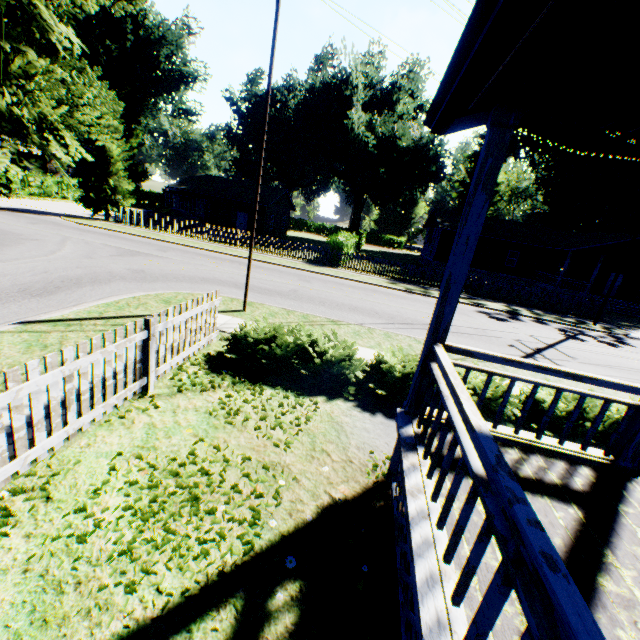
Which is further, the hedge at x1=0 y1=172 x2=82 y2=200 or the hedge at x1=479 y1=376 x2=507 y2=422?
the hedge at x1=0 y1=172 x2=82 y2=200

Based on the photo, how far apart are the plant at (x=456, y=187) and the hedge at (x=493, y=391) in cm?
5880

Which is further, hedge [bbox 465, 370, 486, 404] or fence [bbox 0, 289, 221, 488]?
hedge [bbox 465, 370, 486, 404]

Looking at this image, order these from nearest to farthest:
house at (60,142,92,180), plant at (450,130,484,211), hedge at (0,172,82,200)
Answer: hedge at (0,172,82,200) < house at (60,142,92,180) < plant at (450,130,484,211)

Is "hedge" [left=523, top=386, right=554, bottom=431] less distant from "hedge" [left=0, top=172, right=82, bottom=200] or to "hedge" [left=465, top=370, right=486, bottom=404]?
"hedge" [left=465, top=370, right=486, bottom=404]

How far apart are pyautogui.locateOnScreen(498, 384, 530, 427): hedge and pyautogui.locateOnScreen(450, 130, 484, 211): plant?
58.8m

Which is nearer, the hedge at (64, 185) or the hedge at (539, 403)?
the hedge at (539, 403)

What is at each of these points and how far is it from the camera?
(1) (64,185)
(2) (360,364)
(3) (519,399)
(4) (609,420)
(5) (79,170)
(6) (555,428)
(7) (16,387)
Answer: (1) hedge, 35.81m
(2) hedge, 6.25m
(3) hedge, 6.36m
(4) hedge, 5.70m
(5) house, 43.88m
(6) hedge, 5.91m
(7) fence, 3.15m
